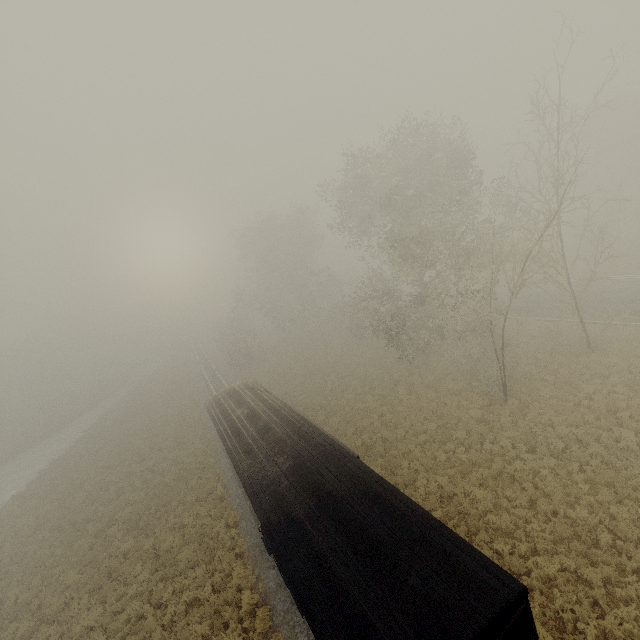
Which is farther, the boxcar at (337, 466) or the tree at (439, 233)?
the tree at (439, 233)

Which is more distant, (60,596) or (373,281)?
(373,281)

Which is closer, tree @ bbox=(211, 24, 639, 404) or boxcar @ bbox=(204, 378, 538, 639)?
boxcar @ bbox=(204, 378, 538, 639)
